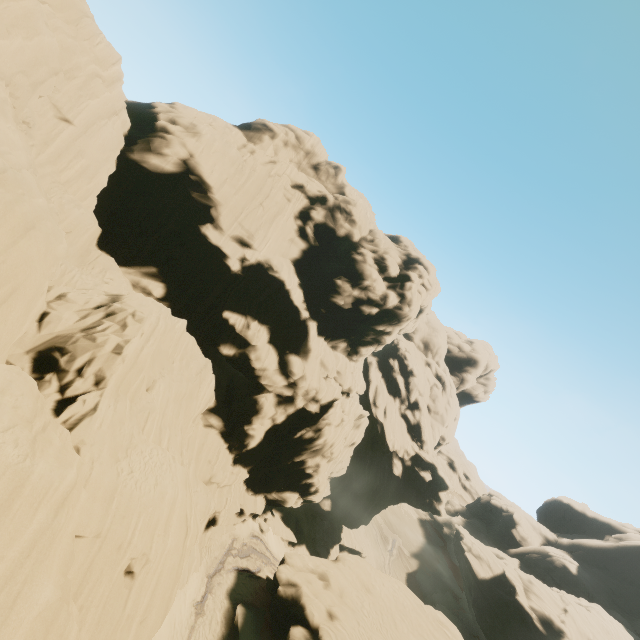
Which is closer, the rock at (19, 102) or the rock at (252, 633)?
the rock at (19, 102)

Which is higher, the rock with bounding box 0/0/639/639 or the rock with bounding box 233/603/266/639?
the rock with bounding box 0/0/639/639

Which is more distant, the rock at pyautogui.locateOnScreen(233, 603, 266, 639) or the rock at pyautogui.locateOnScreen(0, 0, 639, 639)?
the rock at pyautogui.locateOnScreen(233, 603, 266, 639)

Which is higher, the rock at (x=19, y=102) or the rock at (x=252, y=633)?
the rock at (x=19, y=102)

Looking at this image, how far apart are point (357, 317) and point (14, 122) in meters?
30.8
